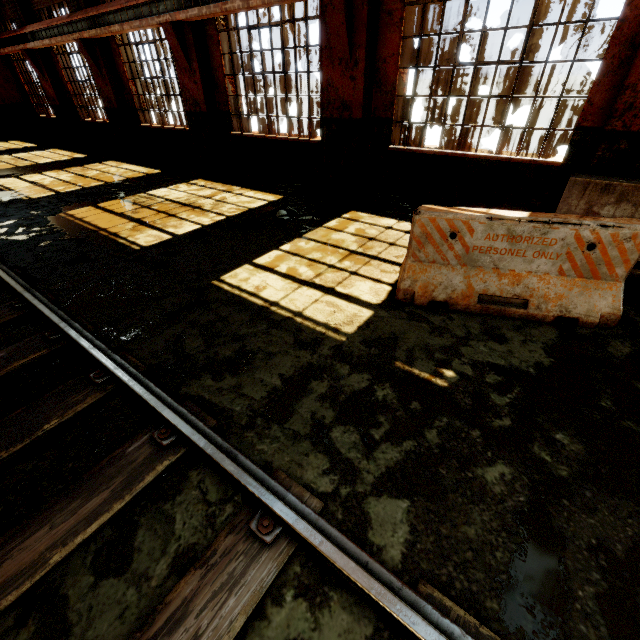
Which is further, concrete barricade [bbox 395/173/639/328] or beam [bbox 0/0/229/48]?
beam [bbox 0/0/229/48]

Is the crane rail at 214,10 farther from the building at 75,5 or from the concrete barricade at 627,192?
the concrete barricade at 627,192

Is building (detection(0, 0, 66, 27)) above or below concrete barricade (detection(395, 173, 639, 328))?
above

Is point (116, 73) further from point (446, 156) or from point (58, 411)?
point (58, 411)

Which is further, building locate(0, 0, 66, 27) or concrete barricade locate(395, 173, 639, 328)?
building locate(0, 0, 66, 27)

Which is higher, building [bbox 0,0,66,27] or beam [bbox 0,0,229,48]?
building [bbox 0,0,66,27]

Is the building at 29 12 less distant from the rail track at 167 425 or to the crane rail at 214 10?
the crane rail at 214 10

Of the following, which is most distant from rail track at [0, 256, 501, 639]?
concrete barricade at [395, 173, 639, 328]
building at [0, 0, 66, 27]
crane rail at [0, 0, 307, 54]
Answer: crane rail at [0, 0, 307, 54]
